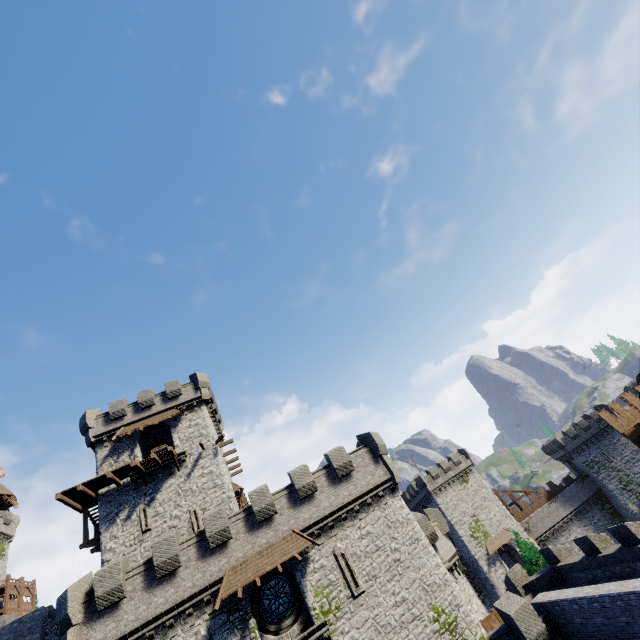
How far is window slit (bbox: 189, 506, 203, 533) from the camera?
24.9 meters

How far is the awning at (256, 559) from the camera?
17.78m

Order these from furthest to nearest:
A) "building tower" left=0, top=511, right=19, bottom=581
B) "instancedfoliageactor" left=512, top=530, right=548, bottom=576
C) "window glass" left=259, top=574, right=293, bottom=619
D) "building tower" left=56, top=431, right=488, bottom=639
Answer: "building tower" left=0, top=511, right=19, bottom=581 → "instancedfoliageactor" left=512, top=530, right=548, bottom=576 → "window glass" left=259, top=574, right=293, bottom=619 → "building tower" left=56, top=431, right=488, bottom=639

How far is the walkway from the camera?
24.7 meters

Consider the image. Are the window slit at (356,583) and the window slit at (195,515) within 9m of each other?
no

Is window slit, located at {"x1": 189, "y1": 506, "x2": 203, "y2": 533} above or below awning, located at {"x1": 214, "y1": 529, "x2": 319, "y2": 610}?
above

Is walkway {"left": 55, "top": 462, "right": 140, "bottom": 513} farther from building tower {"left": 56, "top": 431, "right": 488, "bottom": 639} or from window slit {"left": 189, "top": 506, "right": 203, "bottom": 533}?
building tower {"left": 56, "top": 431, "right": 488, "bottom": 639}

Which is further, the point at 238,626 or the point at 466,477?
the point at 466,477
